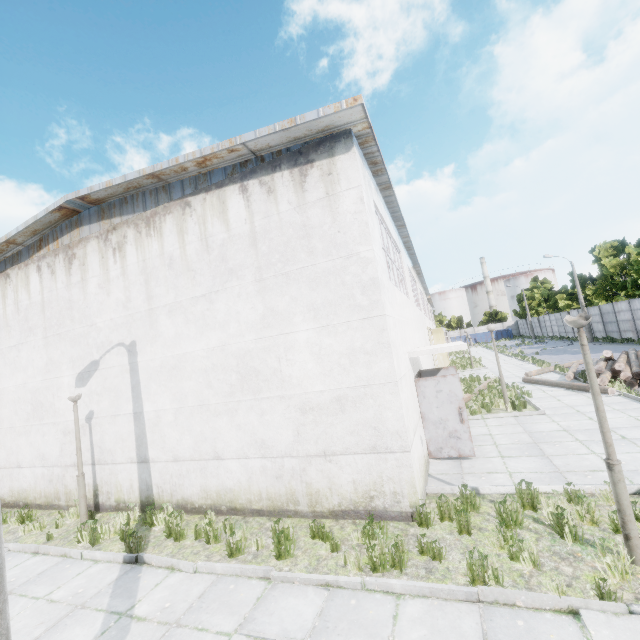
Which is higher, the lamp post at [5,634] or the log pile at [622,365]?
the lamp post at [5,634]

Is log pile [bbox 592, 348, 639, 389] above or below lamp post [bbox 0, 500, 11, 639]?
below

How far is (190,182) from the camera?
8.31m

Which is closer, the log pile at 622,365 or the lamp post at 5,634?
the lamp post at 5,634

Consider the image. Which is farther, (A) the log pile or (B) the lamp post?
(A) the log pile
